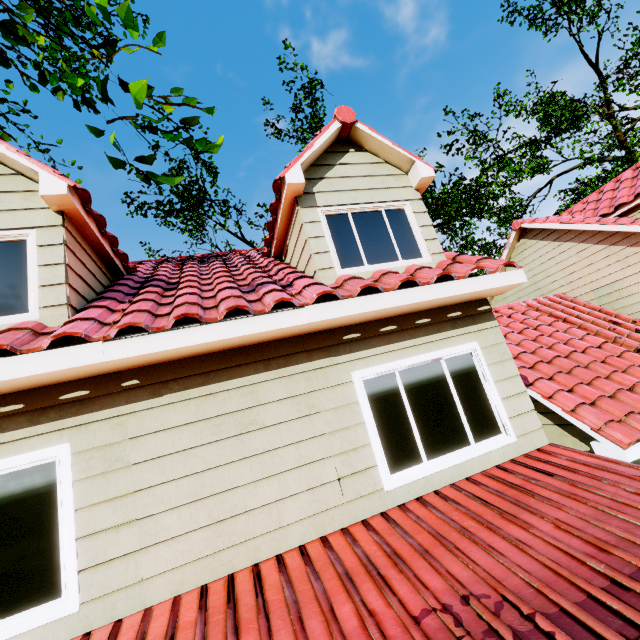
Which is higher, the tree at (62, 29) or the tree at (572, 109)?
the tree at (572, 109)

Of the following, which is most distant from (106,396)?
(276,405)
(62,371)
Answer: (276,405)

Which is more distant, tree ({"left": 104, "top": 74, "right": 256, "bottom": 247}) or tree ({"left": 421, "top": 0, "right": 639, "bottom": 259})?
tree ({"left": 421, "top": 0, "right": 639, "bottom": 259})

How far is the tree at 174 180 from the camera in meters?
3.0 m

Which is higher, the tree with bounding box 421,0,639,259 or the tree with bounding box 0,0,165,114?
the tree with bounding box 421,0,639,259

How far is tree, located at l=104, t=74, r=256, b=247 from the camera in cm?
304
